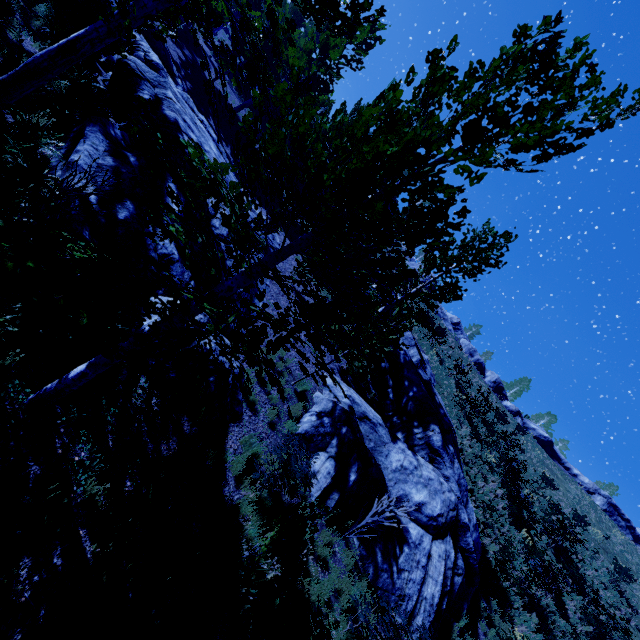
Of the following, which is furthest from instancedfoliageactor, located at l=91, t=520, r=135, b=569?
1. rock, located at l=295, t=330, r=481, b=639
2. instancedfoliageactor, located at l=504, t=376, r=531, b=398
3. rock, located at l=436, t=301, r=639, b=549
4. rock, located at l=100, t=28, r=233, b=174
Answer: instancedfoliageactor, located at l=504, t=376, r=531, b=398

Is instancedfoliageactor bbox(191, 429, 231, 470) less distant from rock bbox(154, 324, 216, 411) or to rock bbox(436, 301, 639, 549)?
rock bbox(154, 324, 216, 411)

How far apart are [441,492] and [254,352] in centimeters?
1118cm

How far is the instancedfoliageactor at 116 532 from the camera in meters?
4.3 m

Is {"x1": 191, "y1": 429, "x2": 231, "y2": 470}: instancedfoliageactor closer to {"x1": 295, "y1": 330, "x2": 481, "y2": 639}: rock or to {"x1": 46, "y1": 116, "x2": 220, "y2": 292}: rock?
{"x1": 46, "y1": 116, "x2": 220, "y2": 292}: rock

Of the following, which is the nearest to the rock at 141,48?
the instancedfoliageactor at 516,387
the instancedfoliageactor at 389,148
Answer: the instancedfoliageactor at 389,148

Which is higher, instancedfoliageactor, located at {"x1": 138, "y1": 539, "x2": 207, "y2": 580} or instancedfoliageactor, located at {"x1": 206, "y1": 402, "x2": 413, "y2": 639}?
instancedfoliageactor, located at {"x1": 206, "y1": 402, "x2": 413, "y2": 639}
